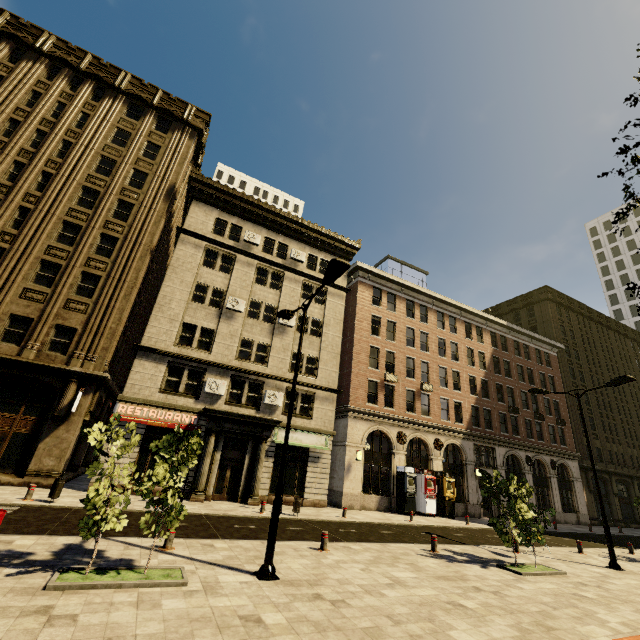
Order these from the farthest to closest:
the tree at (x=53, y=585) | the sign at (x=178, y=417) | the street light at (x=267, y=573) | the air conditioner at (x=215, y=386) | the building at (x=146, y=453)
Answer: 1. the air conditioner at (x=215, y=386)
2. the sign at (x=178, y=417)
3. the building at (x=146, y=453)
4. the street light at (x=267, y=573)
5. the tree at (x=53, y=585)

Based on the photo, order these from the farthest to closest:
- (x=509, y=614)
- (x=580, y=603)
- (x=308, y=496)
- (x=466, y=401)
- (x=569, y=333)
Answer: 1. (x=569, y=333)
2. (x=466, y=401)
3. (x=308, y=496)
4. (x=580, y=603)
5. (x=509, y=614)

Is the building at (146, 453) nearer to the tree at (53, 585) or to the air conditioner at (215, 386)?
the air conditioner at (215, 386)

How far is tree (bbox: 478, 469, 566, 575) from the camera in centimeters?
1152cm

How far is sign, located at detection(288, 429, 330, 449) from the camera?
22.0 meters

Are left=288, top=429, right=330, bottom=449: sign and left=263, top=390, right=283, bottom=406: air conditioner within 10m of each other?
yes

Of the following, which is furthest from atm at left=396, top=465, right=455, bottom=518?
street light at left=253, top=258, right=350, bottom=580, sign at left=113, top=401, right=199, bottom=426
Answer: street light at left=253, top=258, right=350, bottom=580

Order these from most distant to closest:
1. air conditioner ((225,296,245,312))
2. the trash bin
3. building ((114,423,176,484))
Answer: air conditioner ((225,296,245,312)) < building ((114,423,176,484)) < the trash bin
